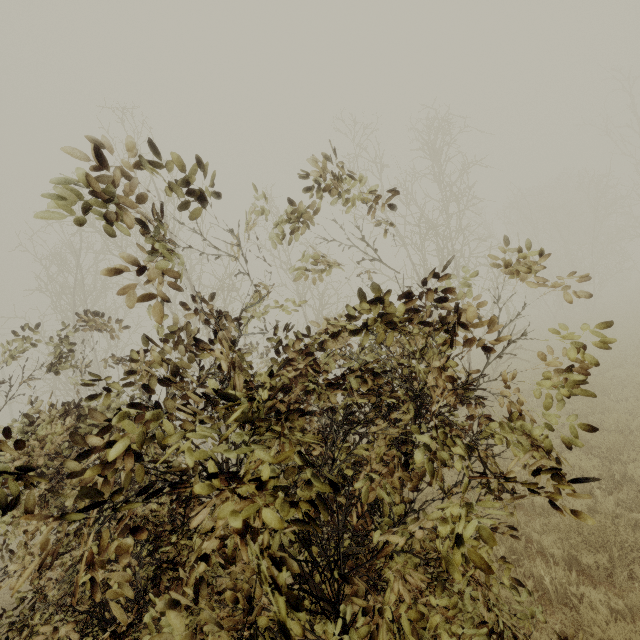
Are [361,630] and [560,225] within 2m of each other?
no

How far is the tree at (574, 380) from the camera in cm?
146

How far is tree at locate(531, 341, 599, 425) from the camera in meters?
1.5
